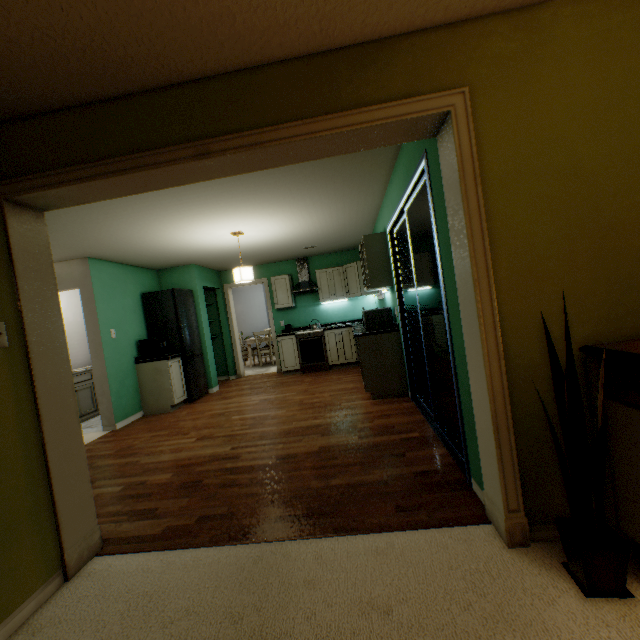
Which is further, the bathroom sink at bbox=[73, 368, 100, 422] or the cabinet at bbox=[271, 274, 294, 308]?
the cabinet at bbox=[271, 274, 294, 308]

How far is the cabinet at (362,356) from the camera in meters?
4.2 m

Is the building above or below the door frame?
above

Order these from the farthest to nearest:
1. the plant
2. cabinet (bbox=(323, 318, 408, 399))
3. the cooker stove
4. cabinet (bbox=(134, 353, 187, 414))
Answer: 1. the cooker stove
2. cabinet (bbox=(134, 353, 187, 414))
3. cabinet (bbox=(323, 318, 408, 399))
4. the plant

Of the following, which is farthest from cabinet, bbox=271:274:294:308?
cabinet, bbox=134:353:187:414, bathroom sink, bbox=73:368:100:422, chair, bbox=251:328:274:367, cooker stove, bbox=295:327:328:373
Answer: bathroom sink, bbox=73:368:100:422

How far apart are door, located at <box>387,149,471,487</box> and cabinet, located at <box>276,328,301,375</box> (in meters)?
3.17

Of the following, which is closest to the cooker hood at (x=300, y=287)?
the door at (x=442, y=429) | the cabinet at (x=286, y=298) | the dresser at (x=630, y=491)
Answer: the cabinet at (x=286, y=298)

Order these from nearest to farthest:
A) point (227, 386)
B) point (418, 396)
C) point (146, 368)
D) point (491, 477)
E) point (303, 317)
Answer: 1. point (491, 477)
2. point (418, 396)
3. point (146, 368)
4. point (227, 386)
5. point (303, 317)
